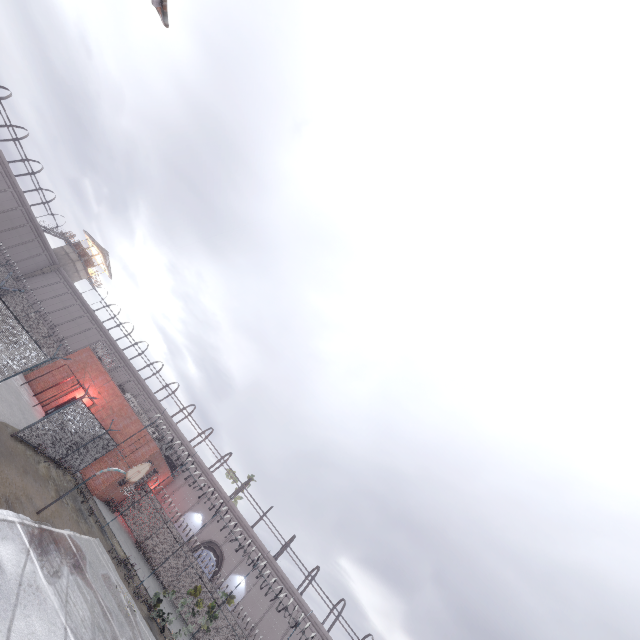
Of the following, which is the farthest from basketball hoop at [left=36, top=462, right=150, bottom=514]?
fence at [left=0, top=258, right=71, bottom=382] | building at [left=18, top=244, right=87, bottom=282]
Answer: building at [left=18, top=244, right=87, bottom=282]

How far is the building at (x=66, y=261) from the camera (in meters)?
46.69

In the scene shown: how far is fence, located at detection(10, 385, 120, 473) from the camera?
15.6m

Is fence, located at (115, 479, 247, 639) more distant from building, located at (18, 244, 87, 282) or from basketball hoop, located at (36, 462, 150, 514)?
building, located at (18, 244, 87, 282)

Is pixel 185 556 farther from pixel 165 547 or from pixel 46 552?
pixel 46 552

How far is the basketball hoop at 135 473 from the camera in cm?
1232
